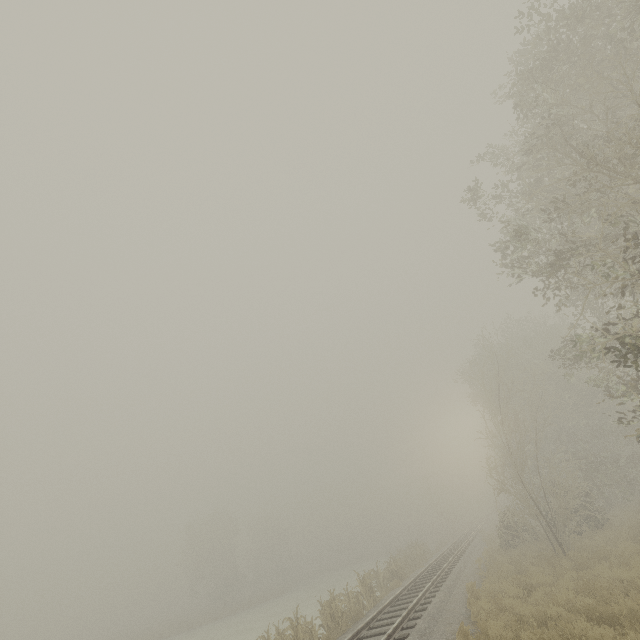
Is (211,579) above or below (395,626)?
above

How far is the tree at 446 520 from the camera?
45.9 meters

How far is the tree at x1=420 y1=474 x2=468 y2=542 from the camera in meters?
45.9 m
